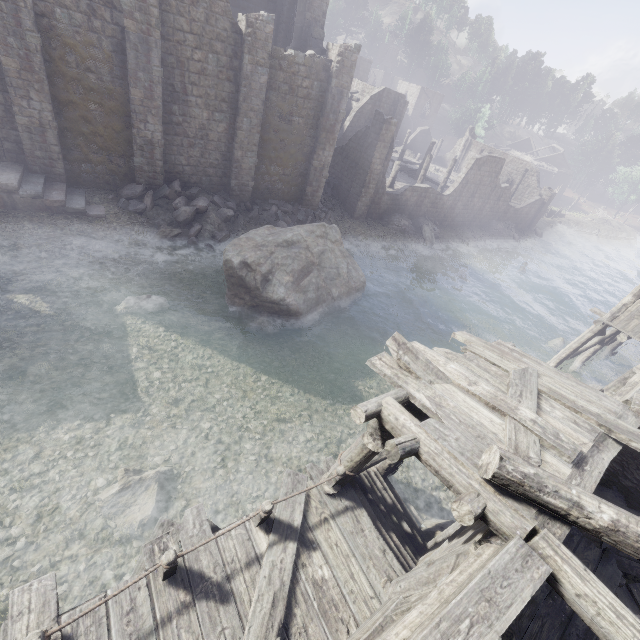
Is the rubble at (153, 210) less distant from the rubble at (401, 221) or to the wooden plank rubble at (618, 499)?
the rubble at (401, 221)

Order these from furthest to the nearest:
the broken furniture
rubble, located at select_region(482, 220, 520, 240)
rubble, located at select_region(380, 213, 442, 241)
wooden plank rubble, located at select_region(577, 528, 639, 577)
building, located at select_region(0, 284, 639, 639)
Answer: rubble, located at select_region(482, 220, 520, 240) → rubble, located at select_region(380, 213, 442, 241) → wooden plank rubble, located at select_region(577, 528, 639, 577) → the broken furniture → building, located at select_region(0, 284, 639, 639)

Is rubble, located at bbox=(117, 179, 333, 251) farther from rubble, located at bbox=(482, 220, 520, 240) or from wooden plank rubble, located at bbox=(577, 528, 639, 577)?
rubble, located at bbox=(482, 220, 520, 240)

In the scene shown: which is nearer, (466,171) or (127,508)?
(127,508)

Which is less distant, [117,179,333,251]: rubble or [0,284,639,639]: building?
[0,284,639,639]: building

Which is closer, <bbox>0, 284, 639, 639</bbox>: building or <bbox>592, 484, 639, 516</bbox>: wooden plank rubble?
<bbox>0, 284, 639, 639</bbox>: building

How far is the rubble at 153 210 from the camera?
16.7 meters

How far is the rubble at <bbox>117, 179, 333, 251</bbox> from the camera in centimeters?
1667cm
